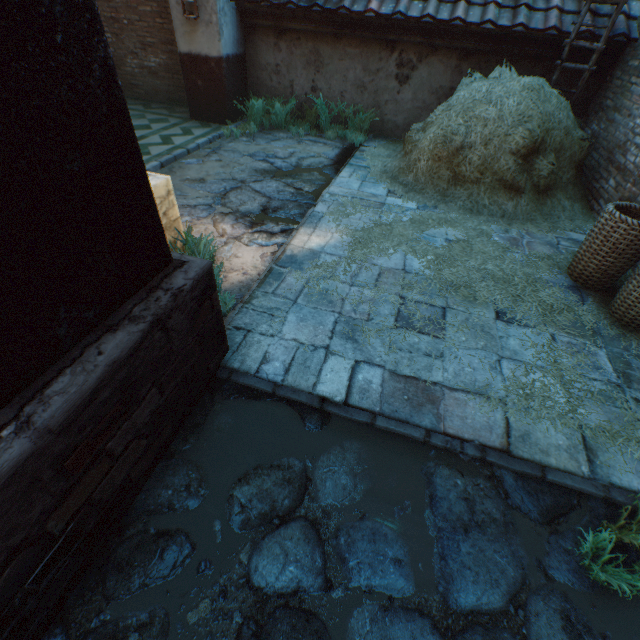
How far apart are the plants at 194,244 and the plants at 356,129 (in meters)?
4.90

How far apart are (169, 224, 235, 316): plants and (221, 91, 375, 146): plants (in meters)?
4.90

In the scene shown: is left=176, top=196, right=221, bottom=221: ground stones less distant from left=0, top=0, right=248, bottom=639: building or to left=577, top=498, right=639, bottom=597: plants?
left=0, top=0, right=248, bottom=639: building

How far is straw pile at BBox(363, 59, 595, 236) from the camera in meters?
4.6

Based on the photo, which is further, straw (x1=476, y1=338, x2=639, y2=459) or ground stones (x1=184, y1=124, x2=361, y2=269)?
ground stones (x1=184, y1=124, x2=361, y2=269)

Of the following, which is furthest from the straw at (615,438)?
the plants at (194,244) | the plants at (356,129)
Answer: the plants at (356,129)

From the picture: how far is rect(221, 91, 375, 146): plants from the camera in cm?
687

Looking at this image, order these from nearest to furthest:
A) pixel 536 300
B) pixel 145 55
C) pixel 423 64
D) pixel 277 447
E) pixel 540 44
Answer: pixel 277 447 → pixel 536 300 → pixel 540 44 → pixel 423 64 → pixel 145 55
